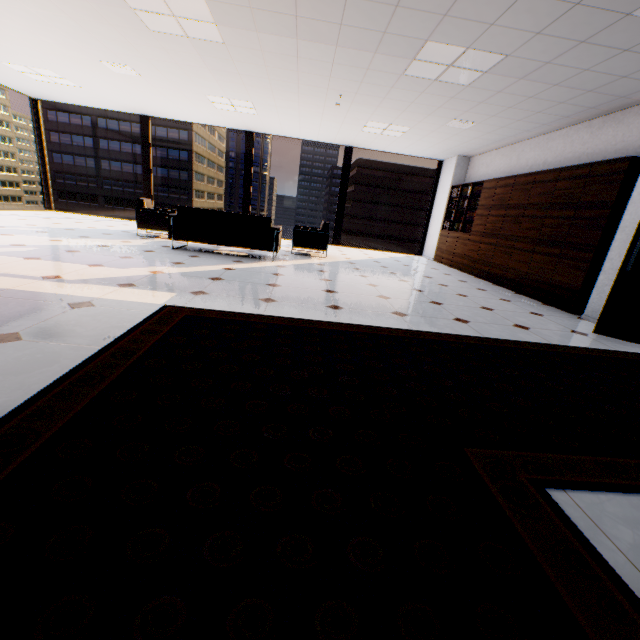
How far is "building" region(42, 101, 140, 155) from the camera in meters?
57.9

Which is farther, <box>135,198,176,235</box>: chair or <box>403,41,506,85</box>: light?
<box>135,198,176,235</box>: chair

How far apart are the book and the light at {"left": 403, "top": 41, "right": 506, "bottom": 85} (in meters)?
3.54

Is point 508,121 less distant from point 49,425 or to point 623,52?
point 623,52

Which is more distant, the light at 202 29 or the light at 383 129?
the light at 383 129

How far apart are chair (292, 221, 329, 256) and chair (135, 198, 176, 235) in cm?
260

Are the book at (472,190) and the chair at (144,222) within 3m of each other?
no

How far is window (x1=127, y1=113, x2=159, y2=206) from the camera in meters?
9.3 m
